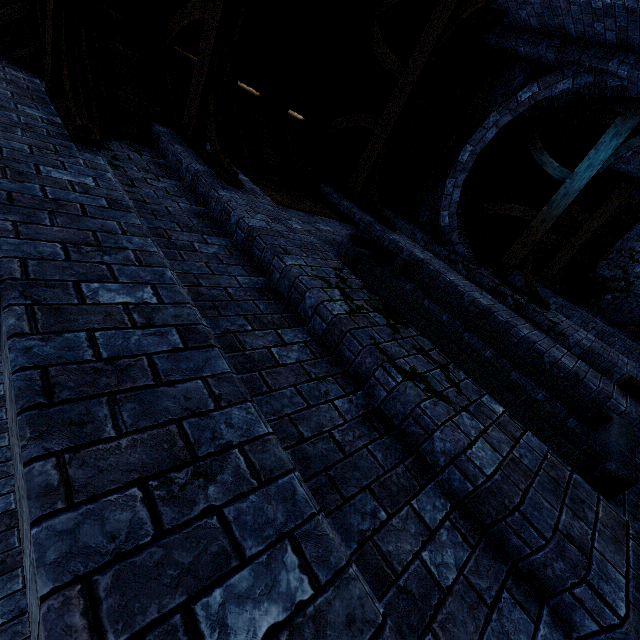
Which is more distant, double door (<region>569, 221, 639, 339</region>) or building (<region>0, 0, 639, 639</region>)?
double door (<region>569, 221, 639, 339</region>)

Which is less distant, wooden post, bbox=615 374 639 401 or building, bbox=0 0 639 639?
building, bbox=0 0 639 639

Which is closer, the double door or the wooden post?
the wooden post

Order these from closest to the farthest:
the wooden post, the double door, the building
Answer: the building, the wooden post, the double door

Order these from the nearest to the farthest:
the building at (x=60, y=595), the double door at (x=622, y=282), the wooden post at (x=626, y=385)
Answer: the building at (x=60, y=595)
the wooden post at (x=626, y=385)
the double door at (x=622, y=282)

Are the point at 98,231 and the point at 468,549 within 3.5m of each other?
yes

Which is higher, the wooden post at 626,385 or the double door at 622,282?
the double door at 622,282

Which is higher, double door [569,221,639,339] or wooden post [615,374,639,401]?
double door [569,221,639,339]
